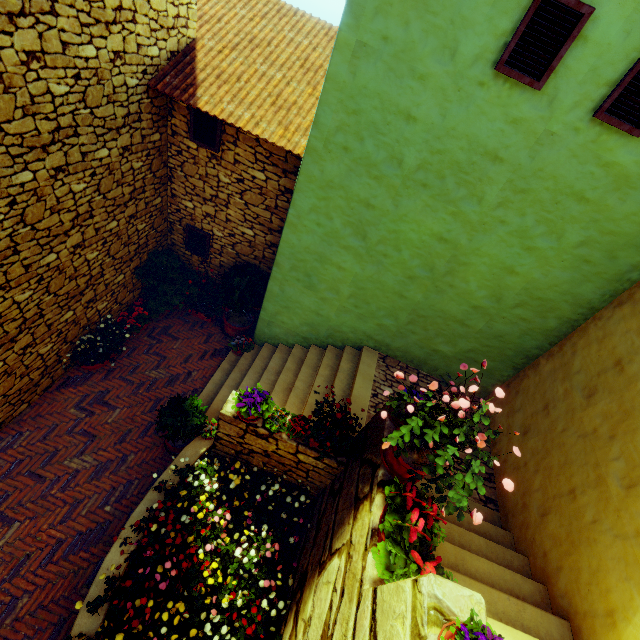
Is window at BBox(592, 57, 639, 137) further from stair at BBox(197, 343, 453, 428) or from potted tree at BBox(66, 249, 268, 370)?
potted tree at BBox(66, 249, 268, 370)

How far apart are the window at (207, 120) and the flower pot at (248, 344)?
3.88m

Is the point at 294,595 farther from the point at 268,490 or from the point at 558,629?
the point at 558,629

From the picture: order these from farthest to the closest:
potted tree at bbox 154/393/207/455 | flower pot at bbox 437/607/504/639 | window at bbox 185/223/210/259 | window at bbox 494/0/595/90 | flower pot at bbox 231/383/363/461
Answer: window at bbox 185/223/210/259, potted tree at bbox 154/393/207/455, flower pot at bbox 231/383/363/461, window at bbox 494/0/595/90, flower pot at bbox 437/607/504/639

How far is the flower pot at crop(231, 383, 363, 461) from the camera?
4.3 meters

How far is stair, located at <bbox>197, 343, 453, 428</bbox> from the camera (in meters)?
6.02

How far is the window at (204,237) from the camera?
7.2 meters

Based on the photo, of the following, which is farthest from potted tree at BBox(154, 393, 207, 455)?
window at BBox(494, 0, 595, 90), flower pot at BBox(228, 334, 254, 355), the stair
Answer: window at BBox(494, 0, 595, 90)
